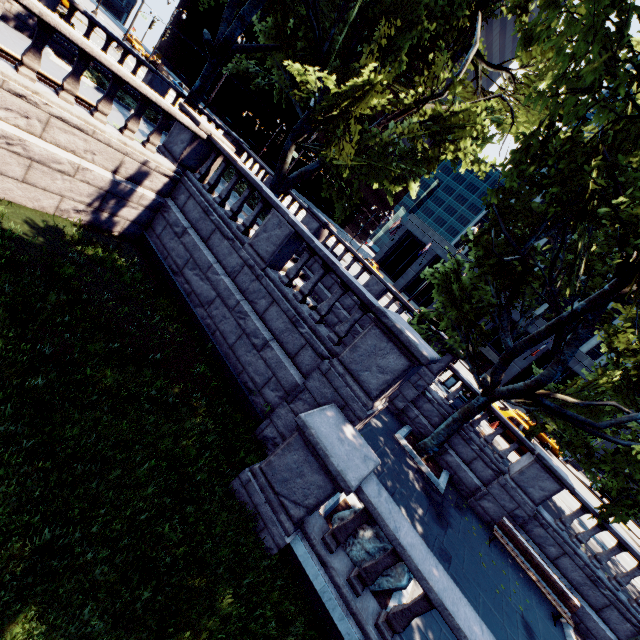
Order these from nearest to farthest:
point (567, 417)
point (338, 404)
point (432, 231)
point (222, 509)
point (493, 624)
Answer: point (222, 509) → point (338, 404) → point (493, 624) → point (567, 417) → point (432, 231)

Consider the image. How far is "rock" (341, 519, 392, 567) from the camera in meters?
6.1

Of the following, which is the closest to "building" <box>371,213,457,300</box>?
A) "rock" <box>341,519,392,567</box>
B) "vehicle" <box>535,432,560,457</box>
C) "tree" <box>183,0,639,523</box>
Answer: "vehicle" <box>535,432,560,457</box>

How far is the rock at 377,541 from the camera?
6.1m

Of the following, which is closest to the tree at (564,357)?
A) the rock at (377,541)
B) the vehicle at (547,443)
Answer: the rock at (377,541)

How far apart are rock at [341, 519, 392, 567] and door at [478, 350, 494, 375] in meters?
39.6 m
